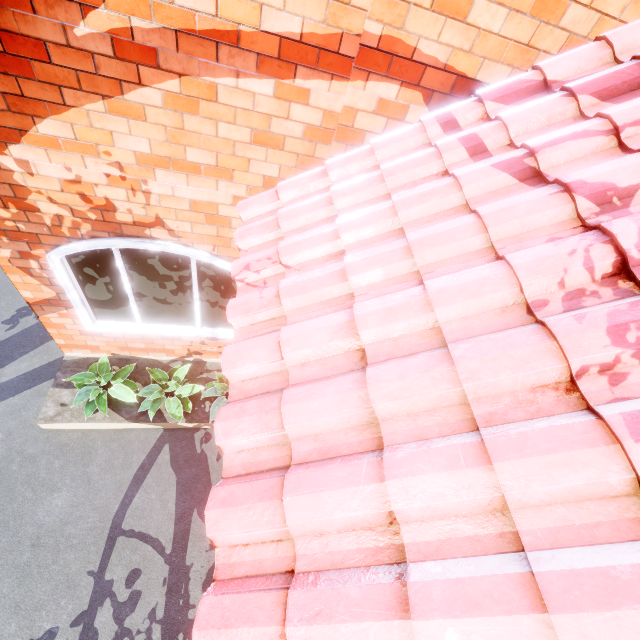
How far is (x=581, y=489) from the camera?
1.0m

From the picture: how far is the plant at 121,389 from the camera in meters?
4.2

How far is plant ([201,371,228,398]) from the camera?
4.7 meters
